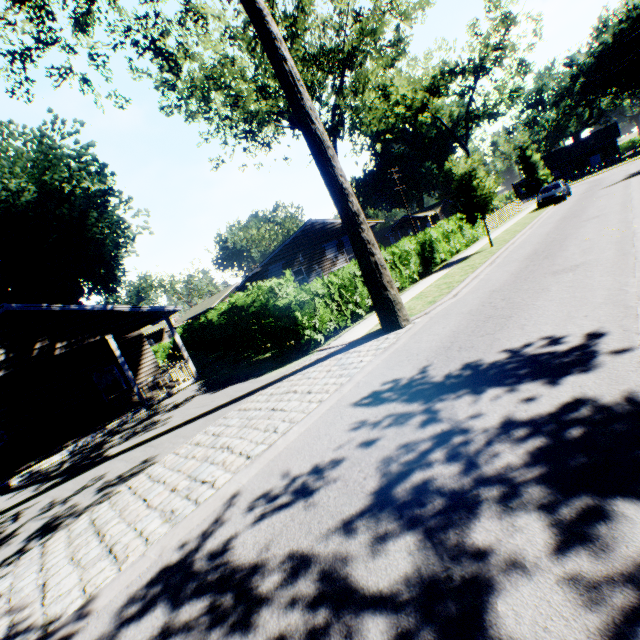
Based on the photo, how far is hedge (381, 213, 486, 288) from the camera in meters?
15.8

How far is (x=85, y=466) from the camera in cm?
945

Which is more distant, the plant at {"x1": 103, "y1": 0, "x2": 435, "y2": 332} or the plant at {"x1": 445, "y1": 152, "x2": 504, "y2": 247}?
the plant at {"x1": 445, "y1": 152, "x2": 504, "y2": 247}

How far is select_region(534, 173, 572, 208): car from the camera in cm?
2514

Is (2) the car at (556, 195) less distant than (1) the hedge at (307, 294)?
No

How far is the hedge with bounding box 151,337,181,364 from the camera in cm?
3853

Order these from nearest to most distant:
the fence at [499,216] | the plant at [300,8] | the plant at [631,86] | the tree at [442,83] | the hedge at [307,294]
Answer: the plant at [300,8]
the hedge at [307,294]
the fence at [499,216]
the tree at [442,83]
the plant at [631,86]

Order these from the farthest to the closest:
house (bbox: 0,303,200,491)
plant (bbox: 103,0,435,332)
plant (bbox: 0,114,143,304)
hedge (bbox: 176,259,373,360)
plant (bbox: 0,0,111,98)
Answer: plant (bbox: 0,114,143,304)
house (bbox: 0,303,200,491)
hedge (bbox: 176,259,373,360)
plant (bbox: 0,0,111,98)
plant (bbox: 103,0,435,332)
